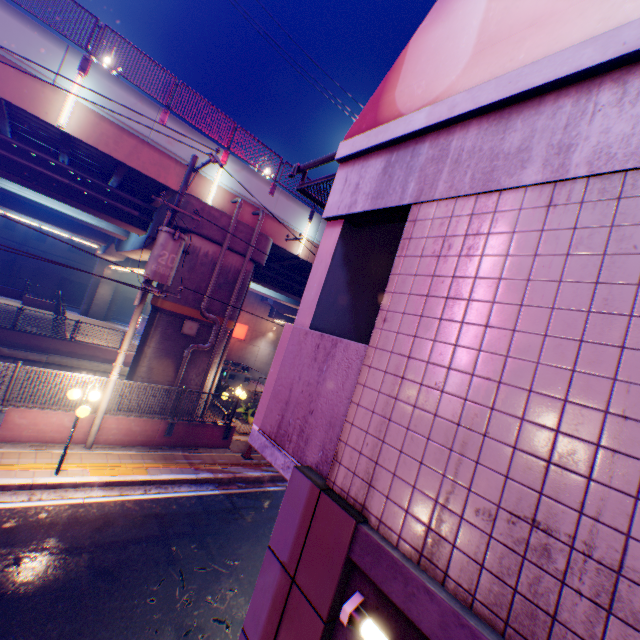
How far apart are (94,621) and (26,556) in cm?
203

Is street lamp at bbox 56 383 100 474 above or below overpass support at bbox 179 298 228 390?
below

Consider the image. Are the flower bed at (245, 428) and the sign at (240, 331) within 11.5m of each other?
no

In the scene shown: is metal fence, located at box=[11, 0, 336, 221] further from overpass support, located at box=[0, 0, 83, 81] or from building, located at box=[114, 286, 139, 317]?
building, located at box=[114, 286, 139, 317]

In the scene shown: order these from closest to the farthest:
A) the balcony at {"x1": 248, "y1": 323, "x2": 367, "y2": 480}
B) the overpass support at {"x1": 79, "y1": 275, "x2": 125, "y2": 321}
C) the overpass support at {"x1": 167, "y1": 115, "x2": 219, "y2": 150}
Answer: the balcony at {"x1": 248, "y1": 323, "x2": 367, "y2": 480} → the overpass support at {"x1": 167, "y1": 115, "x2": 219, "y2": 150} → the overpass support at {"x1": 79, "y1": 275, "x2": 125, "y2": 321}

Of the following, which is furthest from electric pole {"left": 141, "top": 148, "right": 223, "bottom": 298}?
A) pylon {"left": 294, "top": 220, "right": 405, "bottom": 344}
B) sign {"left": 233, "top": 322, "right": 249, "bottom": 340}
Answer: sign {"left": 233, "top": 322, "right": 249, "bottom": 340}

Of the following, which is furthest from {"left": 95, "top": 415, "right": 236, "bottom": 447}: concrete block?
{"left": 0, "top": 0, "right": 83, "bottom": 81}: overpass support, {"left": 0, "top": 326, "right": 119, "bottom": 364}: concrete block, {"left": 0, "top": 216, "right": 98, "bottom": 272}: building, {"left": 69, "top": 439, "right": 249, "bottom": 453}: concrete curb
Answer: {"left": 0, "top": 216, "right": 98, "bottom": 272}: building

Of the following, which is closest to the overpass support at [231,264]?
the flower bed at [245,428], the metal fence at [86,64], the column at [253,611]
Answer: the metal fence at [86,64]
